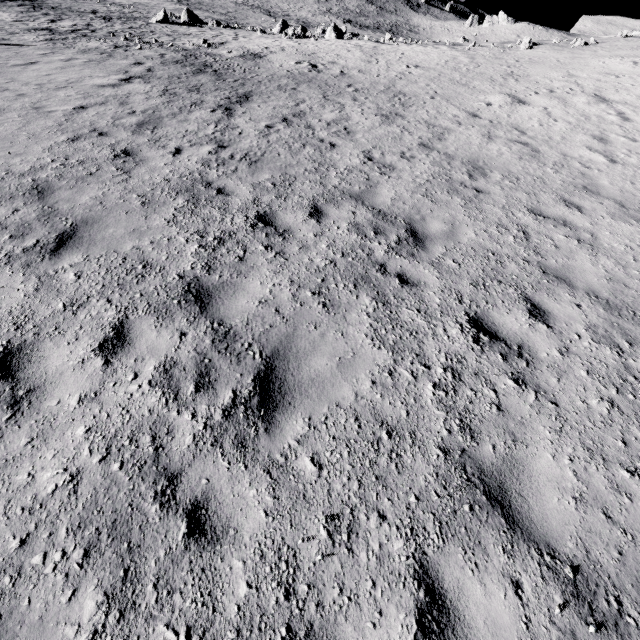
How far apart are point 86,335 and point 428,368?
4.19m

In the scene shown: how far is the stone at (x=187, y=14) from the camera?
33.92m

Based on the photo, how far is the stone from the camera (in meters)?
33.92
